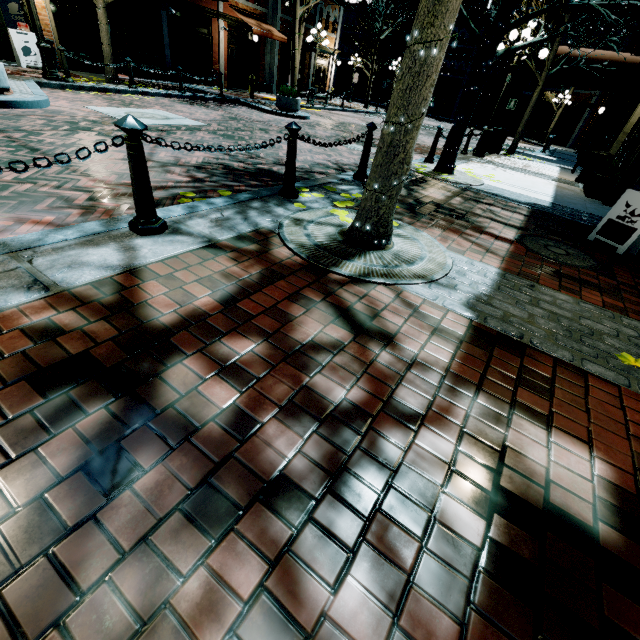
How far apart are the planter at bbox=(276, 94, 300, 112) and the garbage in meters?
7.8

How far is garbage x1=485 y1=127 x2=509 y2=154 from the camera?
12.3m

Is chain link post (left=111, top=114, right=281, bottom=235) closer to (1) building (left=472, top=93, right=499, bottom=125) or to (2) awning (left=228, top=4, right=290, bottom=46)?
(1) building (left=472, top=93, right=499, bottom=125)

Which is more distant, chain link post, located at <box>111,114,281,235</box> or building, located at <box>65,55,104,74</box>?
building, located at <box>65,55,104,74</box>

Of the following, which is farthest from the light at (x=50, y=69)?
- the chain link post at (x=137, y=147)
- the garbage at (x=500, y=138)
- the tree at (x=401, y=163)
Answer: the garbage at (x=500, y=138)

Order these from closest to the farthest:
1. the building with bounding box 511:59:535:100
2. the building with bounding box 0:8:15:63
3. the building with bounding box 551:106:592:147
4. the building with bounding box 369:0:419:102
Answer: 1. the building with bounding box 0:8:15:63
2. the building with bounding box 551:106:592:147
3. the building with bounding box 511:59:535:100
4. the building with bounding box 369:0:419:102

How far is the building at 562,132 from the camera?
28.5m

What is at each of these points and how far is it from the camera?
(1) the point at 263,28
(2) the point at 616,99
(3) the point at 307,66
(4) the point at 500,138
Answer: (1) awning, 18.7 meters
(2) building, 17.0 meters
(3) building, 24.2 meters
(4) garbage, 12.4 meters
